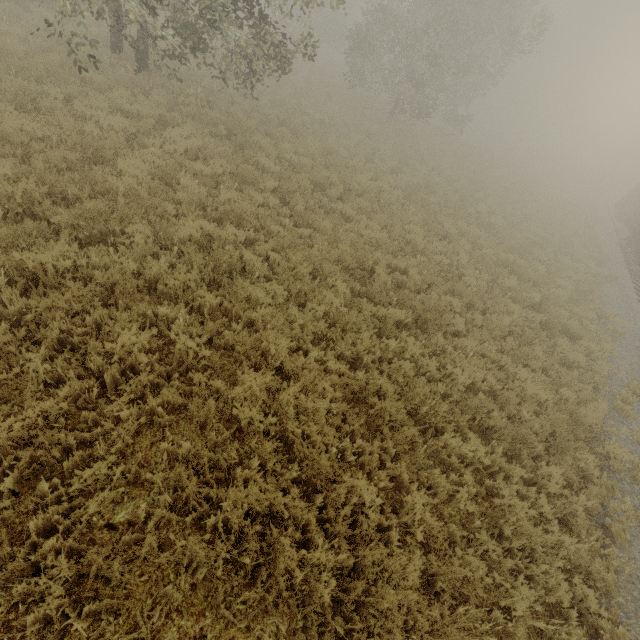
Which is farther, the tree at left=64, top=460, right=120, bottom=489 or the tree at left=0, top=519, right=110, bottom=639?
the tree at left=64, top=460, right=120, bottom=489

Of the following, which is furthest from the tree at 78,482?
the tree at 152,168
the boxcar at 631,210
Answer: the boxcar at 631,210

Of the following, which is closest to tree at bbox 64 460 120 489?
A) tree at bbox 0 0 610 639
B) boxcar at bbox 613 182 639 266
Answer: tree at bbox 0 0 610 639

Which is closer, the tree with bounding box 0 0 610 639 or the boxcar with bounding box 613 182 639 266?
the tree with bounding box 0 0 610 639

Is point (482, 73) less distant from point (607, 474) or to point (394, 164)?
point (394, 164)

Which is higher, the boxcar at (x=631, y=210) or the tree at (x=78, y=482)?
the boxcar at (x=631, y=210)

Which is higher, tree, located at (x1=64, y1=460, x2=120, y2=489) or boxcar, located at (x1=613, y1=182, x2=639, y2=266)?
boxcar, located at (x1=613, y1=182, x2=639, y2=266)

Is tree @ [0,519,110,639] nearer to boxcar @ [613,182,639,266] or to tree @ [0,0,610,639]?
tree @ [0,0,610,639]
